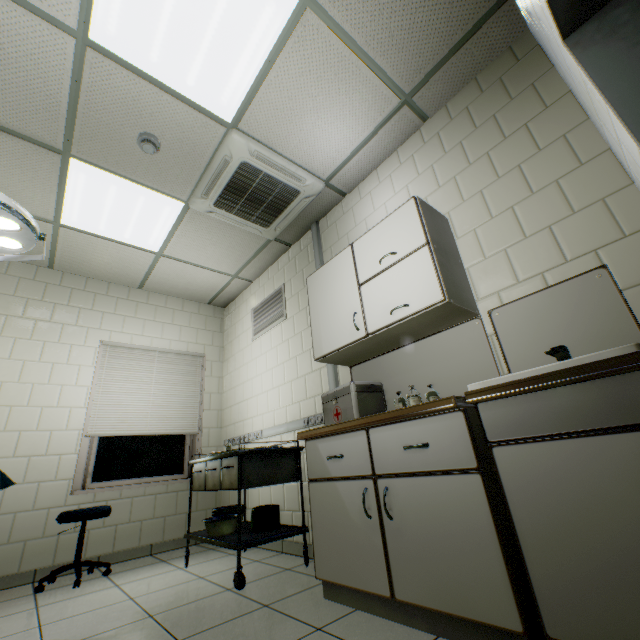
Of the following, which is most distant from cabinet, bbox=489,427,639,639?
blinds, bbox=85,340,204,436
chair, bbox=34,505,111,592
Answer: blinds, bbox=85,340,204,436

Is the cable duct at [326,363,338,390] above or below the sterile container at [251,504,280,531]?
above

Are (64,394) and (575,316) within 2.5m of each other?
no

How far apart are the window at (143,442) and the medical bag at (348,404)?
2.81m

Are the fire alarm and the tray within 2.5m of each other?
no

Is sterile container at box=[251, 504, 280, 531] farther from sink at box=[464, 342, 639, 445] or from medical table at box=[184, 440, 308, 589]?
sink at box=[464, 342, 639, 445]

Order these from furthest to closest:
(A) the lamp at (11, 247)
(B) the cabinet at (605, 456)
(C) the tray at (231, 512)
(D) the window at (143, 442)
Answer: (D) the window at (143, 442)
(C) the tray at (231, 512)
(A) the lamp at (11, 247)
(B) the cabinet at (605, 456)

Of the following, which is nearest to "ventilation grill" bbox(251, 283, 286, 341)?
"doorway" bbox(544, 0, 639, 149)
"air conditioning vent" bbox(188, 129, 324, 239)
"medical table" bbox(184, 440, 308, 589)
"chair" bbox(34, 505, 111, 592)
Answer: "air conditioning vent" bbox(188, 129, 324, 239)
